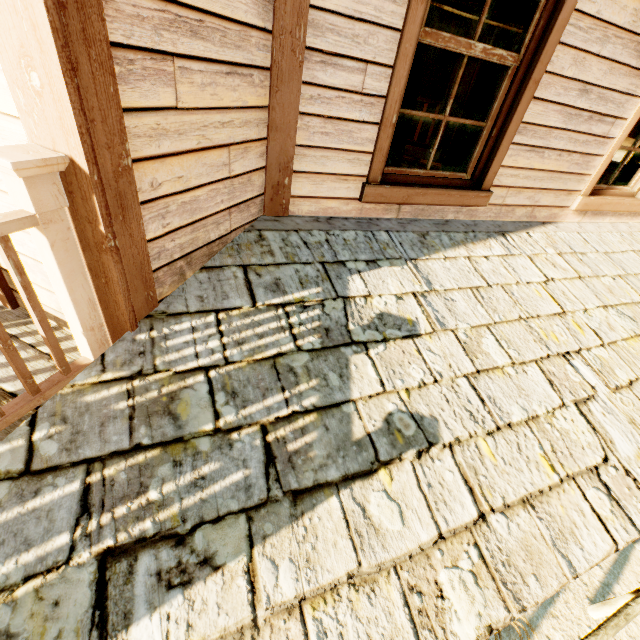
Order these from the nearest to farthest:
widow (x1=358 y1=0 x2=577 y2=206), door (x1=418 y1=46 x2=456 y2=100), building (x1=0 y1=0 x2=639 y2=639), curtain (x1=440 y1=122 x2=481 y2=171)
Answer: building (x1=0 y1=0 x2=639 y2=639)
widow (x1=358 y1=0 x2=577 y2=206)
curtain (x1=440 y1=122 x2=481 y2=171)
door (x1=418 y1=46 x2=456 y2=100)

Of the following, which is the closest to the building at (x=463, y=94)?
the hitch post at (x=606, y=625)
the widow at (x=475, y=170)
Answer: the widow at (x=475, y=170)

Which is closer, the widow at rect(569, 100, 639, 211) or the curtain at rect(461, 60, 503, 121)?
the curtain at rect(461, 60, 503, 121)

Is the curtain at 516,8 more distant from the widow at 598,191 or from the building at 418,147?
the widow at 598,191

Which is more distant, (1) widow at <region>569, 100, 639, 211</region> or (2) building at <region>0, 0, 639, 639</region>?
(1) widow at <region>569, 100, 639, 211</region>

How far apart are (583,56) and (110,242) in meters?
A: 3.4 m

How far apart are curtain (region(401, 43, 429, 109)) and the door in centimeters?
834cm

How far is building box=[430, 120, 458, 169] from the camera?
8.1 meters
